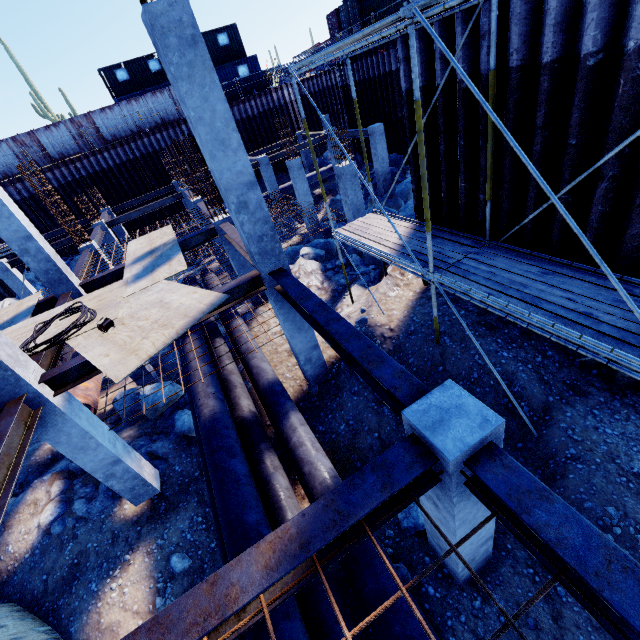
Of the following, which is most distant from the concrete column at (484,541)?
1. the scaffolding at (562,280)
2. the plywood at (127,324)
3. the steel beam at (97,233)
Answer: the steel beam at (97,233)

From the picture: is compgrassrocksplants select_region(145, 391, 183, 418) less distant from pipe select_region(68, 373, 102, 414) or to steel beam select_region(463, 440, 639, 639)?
pipe select_region(68, 373, 102, 414)

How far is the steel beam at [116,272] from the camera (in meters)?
9.75

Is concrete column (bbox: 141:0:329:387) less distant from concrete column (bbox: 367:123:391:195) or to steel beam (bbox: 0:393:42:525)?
steel beam (bbox: 0:393:42:525)

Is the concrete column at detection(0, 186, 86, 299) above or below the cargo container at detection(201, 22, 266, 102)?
below

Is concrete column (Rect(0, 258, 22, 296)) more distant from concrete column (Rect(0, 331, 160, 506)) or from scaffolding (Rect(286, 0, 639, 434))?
scaffolding (Rect(286, 0, 639, 434))

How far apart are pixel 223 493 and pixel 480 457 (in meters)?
4.26

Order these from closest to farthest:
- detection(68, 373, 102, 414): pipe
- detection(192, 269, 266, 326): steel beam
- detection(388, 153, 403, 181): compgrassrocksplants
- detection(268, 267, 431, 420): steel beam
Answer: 1. detection(268, 267, 431, 420): steel beam
2. detection(192, 269, 266, 326): steel beam
3. detection(68, 373, 102, 414): pipe
4. detection(388, 153, 403, 181): compgrassrocksplants
